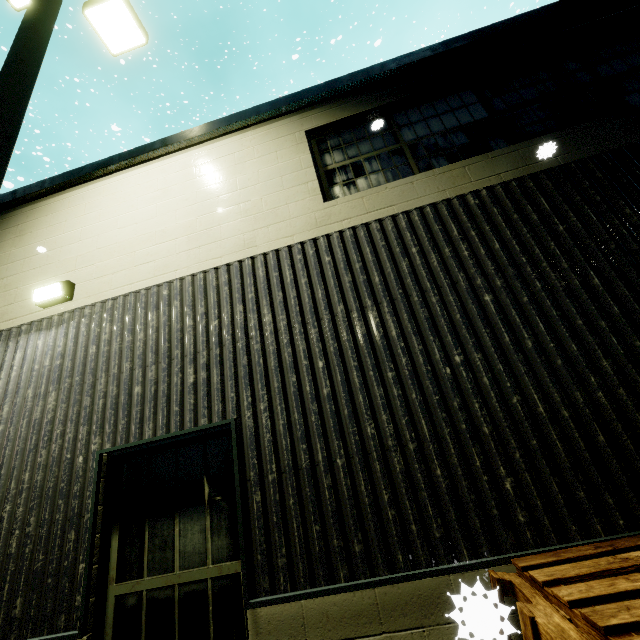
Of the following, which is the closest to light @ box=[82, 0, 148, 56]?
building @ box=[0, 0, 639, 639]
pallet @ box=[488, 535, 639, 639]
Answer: building @ box=[0, 0, 639, 639]

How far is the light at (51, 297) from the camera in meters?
4.3

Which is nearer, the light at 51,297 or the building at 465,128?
the building at 465,128

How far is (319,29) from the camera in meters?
21.0 m

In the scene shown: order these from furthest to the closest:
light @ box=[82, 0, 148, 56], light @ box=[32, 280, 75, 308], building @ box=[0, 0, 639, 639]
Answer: light @ box=[82, 0, 148, 56] → light @ box=[32, 280, 75, 308] → building @ box=[0, 0, 639, 639]

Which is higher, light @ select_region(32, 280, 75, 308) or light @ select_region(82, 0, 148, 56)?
light @ select_region(82, 0, 148, 56)

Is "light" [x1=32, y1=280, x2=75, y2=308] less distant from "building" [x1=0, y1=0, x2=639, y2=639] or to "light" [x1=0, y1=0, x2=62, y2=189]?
"building" [x1=0, y1=0, x2=639, y2=639]

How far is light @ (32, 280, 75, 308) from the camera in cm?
432
